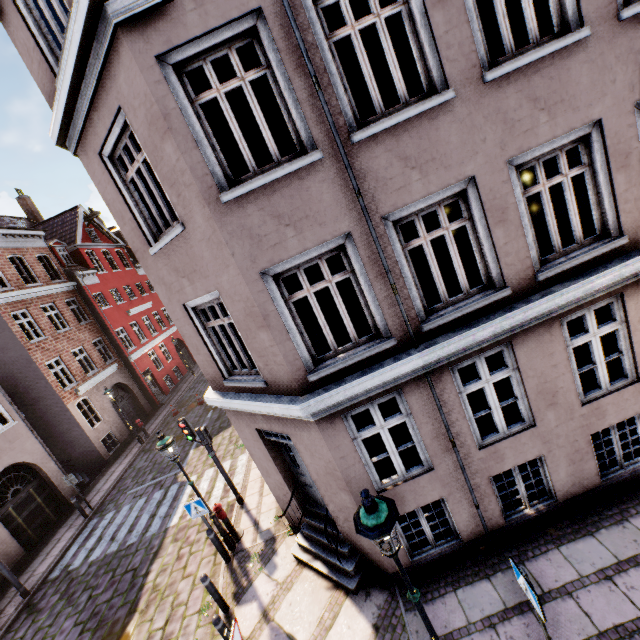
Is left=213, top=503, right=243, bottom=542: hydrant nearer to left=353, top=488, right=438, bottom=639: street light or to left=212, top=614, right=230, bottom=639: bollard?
left=353, top=488, right=438, bottom=639: street light

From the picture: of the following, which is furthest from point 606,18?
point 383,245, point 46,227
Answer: point 46,227

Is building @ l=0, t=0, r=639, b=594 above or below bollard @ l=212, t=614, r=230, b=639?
above

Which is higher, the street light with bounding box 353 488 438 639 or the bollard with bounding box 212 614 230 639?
the street light with bounding box 353 488 438 639

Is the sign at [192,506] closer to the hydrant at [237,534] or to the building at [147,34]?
the hydrant at [237,534]

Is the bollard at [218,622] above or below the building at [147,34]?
below

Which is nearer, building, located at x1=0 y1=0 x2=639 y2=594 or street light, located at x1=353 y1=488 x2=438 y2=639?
street light, located at x1=353 y1=488 x2=438 y2=639

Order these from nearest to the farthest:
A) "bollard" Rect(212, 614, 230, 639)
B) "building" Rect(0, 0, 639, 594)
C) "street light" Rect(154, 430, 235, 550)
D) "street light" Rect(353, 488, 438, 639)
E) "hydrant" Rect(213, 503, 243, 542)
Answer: "street light" Rect(353, 488, 438, 639) → "building" Rect(0, 0, 639, 594) → "bollard" Rect(212, 614, 230, 639) → "street light" Rect(154, 430, 235, 550) → "hydrant" Rect(213, 503, 243, 542)
